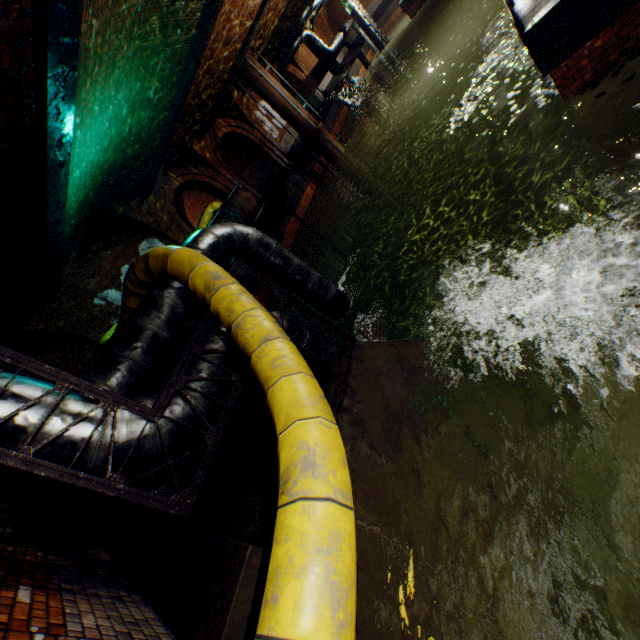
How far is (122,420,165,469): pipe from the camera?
2.8m

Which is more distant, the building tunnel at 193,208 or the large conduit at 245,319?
the building tunnel at 193,208

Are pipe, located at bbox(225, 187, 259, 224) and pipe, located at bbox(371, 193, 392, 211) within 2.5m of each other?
no

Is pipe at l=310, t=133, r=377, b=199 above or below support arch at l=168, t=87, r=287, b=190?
below

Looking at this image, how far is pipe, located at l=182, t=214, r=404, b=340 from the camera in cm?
530

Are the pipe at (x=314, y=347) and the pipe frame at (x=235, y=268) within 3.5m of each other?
yes

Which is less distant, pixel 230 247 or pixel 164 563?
pixel 164 563

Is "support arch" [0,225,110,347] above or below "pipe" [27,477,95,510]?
above
